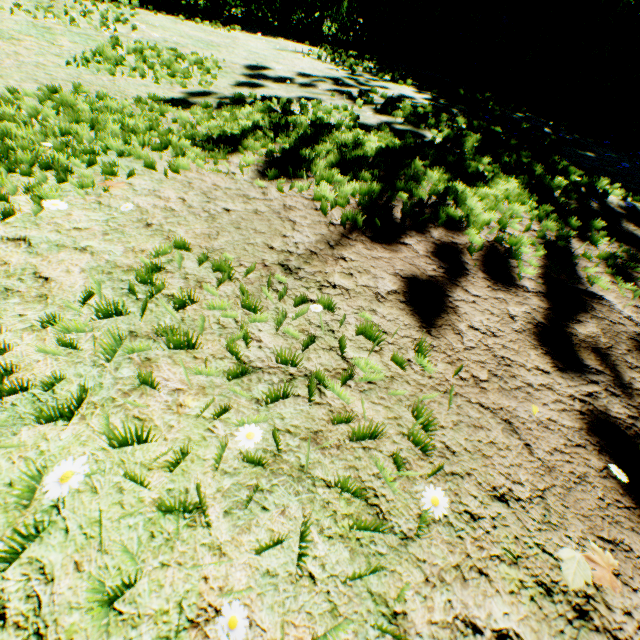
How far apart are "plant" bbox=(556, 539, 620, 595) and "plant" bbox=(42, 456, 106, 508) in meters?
1.2 m

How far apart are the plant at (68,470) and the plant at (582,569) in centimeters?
123cm

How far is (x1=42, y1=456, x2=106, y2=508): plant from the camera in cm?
76

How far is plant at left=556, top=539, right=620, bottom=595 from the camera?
0.8 meters

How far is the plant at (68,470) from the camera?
0.8m

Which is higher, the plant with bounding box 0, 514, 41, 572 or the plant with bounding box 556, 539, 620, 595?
the plant with bounding box 556, 539, 620, 595

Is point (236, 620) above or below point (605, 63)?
below
